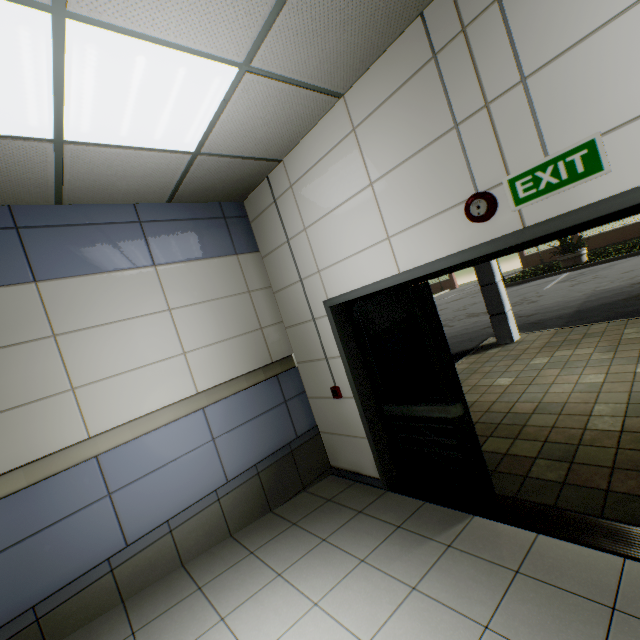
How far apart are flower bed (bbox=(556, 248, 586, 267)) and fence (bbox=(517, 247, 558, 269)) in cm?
1070

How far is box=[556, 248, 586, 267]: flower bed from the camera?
18.3 meters

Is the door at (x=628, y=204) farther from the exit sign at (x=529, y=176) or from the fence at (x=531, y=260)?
the fence at (x=531, y=260)

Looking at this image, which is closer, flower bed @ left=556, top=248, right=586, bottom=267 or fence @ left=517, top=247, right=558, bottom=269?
flower bed @ left=556, top=248, right=586, bottom=267

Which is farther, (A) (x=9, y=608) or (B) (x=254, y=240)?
(B) (x=254, y=240)

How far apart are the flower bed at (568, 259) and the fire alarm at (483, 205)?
21.15m

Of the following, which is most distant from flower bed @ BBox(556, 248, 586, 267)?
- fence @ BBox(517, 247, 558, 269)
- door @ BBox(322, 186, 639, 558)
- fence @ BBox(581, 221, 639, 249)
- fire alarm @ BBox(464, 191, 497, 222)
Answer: fire alarm @ BBox(464, 191, 497, 222)

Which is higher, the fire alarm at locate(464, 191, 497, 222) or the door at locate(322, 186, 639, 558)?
the fire alarm at locate(464, 191, 497, 222)
